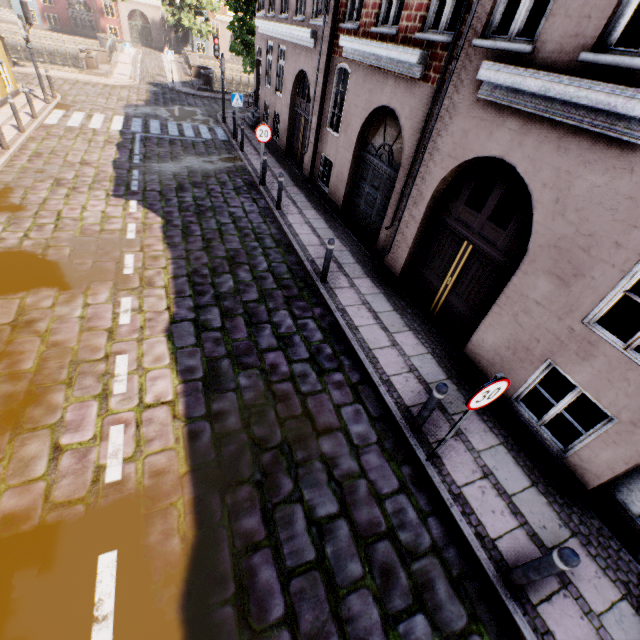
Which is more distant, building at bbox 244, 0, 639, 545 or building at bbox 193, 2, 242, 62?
building at bbox 193, 2, 242, 62

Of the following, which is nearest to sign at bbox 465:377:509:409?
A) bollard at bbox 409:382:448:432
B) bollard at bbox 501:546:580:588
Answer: bollard at bbox 409:382:448:432

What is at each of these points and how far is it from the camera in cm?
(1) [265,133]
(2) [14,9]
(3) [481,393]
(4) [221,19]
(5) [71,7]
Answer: (1) sign, 1055
(2) building, 3516
(3) sign, 346
(4) building, 4156
(5) building, 3659

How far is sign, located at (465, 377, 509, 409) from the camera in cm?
340

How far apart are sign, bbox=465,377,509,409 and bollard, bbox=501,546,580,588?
1.4 meters

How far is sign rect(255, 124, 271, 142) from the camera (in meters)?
10.40

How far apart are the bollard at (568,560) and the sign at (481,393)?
1.4m

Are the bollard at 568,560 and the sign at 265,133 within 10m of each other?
no
